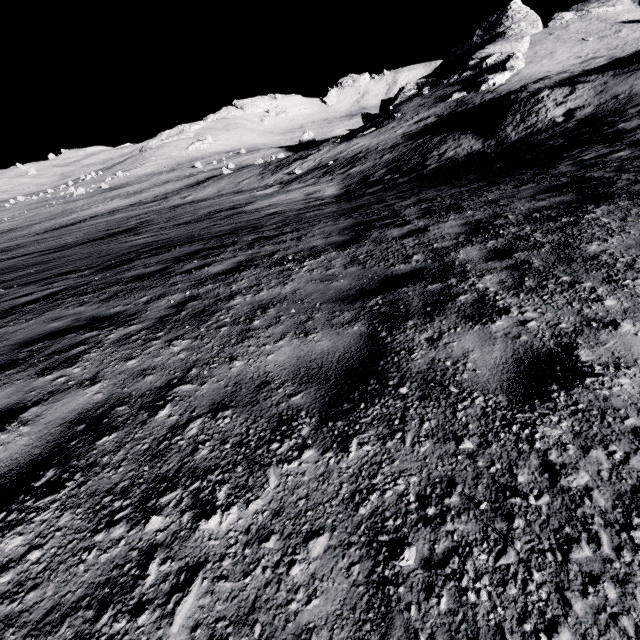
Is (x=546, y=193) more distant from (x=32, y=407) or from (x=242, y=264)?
(x=32, y=407)
